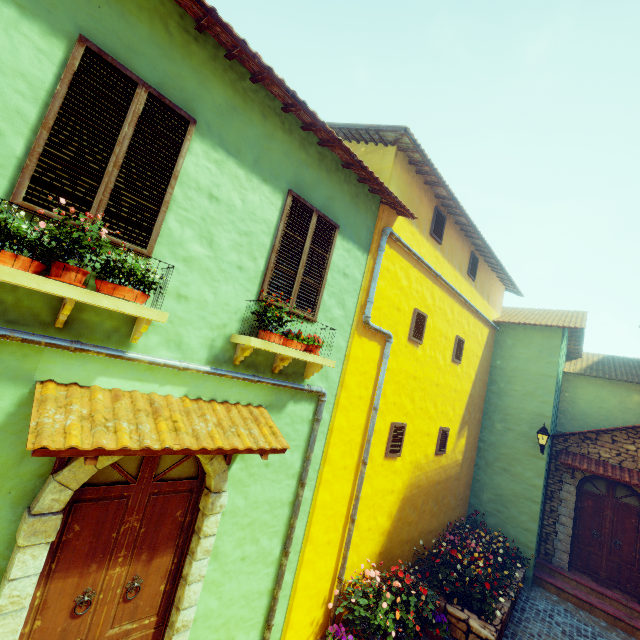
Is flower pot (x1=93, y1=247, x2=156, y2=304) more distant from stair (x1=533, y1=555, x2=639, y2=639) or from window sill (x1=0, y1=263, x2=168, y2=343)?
stair (x1=533, y1=555, x2=639, y2=639)

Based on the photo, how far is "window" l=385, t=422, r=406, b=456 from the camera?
6.63m

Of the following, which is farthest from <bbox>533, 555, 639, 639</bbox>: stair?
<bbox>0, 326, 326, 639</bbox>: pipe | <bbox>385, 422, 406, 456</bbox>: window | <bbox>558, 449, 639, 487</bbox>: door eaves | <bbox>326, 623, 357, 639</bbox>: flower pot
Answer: <bbox>0, 326, 326, 639</bbox>: pipe

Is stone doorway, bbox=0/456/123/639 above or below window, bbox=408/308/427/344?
below

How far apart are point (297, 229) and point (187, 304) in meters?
2.0 m

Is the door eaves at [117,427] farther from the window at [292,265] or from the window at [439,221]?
the window at [439,221]

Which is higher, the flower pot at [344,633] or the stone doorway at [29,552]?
the stone doorway at [29,552]

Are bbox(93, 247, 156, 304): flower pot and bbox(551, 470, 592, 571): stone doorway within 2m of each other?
no
